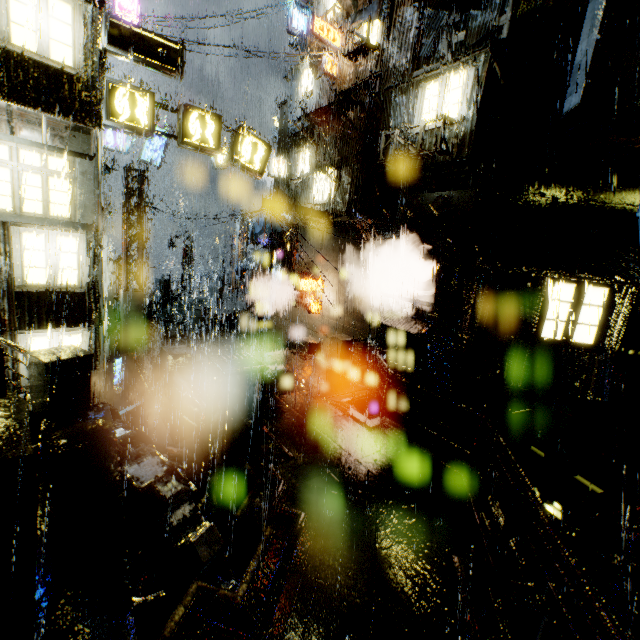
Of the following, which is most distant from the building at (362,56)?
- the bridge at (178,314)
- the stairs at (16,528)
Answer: the stairs at (16,528)

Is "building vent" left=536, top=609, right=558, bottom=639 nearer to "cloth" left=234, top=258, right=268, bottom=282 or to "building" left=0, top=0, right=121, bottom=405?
"building" left=0, top=0, right=121, bottom=405

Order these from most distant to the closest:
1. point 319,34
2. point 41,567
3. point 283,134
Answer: point 283,134, point 319,34, point 41,567

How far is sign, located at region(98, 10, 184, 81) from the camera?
9.46m

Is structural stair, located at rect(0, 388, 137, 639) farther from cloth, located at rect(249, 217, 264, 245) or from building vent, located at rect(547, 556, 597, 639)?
cloth, located at rect(249, 217, 264, 245)

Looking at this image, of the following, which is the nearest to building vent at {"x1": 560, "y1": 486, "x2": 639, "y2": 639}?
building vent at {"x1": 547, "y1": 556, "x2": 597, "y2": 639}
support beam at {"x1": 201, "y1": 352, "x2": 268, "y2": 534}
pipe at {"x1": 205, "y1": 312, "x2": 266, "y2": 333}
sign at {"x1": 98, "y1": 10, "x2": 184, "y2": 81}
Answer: building vent at {"x1": 547, "y1": 556, "x2": 597, "y2": 639}

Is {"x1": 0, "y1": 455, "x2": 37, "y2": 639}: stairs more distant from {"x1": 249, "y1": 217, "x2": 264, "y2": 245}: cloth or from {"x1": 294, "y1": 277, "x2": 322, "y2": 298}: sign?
{"x1": 249, "y1": 217, "x2": 264, "y2": 245}: cloth

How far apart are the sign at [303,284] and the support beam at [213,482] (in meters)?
10.41
